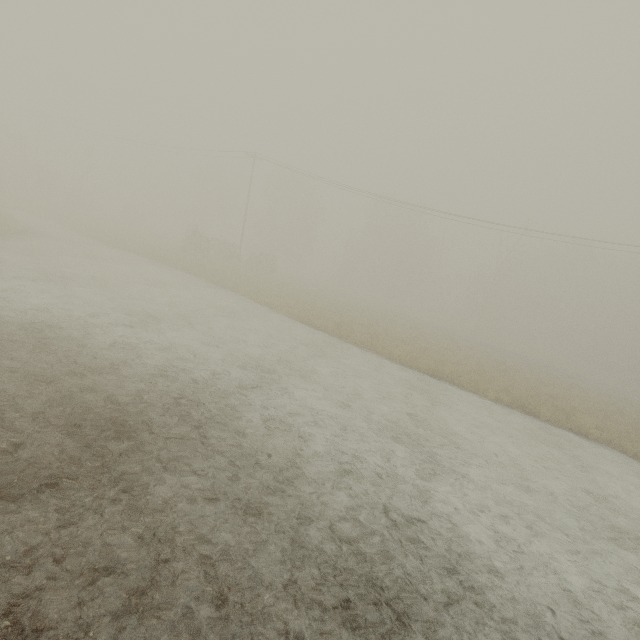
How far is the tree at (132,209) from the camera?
46.9m

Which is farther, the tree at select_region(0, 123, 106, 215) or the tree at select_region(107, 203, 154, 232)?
→ the tree at select_region(107, 203, 154, 232)

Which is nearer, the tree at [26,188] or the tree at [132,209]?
the tree at [26,188]

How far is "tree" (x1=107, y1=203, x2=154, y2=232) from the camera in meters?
46.9

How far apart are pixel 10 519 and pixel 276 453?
3.9 meters
